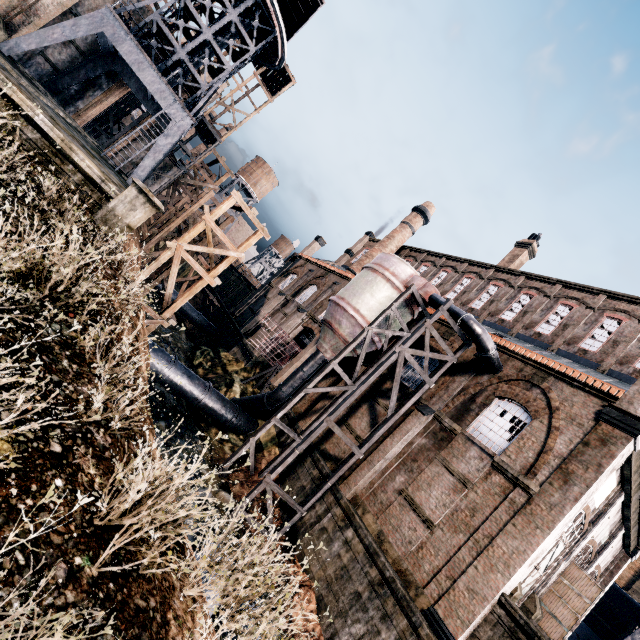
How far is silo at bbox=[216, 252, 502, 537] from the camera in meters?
16.6

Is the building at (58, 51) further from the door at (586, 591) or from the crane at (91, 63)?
the door at (586, 591)

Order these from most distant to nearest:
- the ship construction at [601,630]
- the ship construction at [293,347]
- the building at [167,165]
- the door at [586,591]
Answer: the building at [167,165] → the ship construction at [601,630] → the ship construction at [293,347] → the door at [586,591]

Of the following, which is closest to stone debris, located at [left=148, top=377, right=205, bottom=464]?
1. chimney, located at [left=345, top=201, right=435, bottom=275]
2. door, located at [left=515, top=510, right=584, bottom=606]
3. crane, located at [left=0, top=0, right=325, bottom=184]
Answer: door, located at [left=515, top=510, right=584, bottom=606]

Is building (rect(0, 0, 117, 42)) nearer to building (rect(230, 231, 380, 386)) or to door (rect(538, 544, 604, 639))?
building (rect(230, 231, 380, 386))

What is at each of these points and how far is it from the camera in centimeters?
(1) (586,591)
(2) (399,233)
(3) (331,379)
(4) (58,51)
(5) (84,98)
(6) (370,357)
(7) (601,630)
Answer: (1) door, 1688cm
(2) chimney, 3934cm
(3) building, 2477cm
(4) building, 2642cm
(5) building, 2816cm
(6) building, 2359cm
(7) ship construction, 3200cm

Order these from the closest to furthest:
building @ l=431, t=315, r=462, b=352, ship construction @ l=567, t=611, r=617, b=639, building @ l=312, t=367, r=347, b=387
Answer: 1. building @ l=431, t=315, r=462, b=352
2. building @ l=312, t=367, r=347, b=387
3. ship construction @ l=567, t=611, r=617, b=639

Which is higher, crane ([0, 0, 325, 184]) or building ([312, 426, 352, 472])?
crane ([0, 0, 325, 184])
